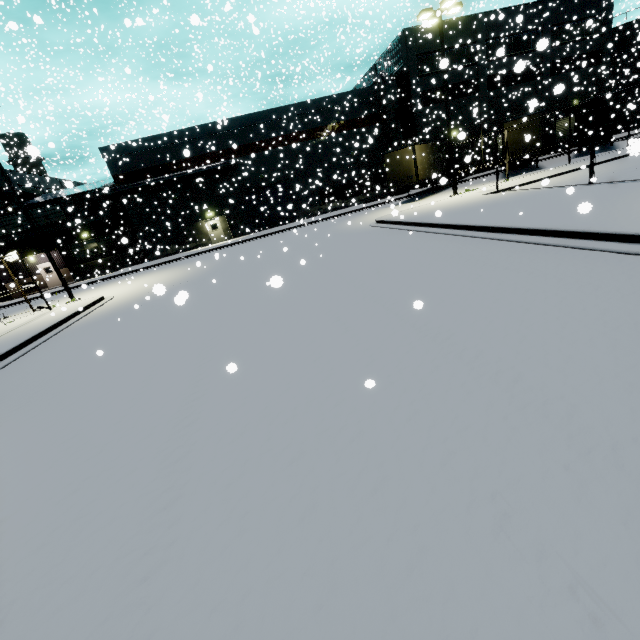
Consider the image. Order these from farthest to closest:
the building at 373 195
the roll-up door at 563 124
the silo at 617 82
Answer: the roll-up door at 563 124, the silo at 617 82, the building at 373 195

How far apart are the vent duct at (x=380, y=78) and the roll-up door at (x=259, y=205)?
11.4 meters

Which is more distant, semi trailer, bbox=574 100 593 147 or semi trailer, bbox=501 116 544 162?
semi trailer, bbox=574 100 593 147

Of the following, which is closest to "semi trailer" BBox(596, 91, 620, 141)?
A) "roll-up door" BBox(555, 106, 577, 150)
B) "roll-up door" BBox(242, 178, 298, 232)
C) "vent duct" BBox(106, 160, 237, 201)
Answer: "roll-up door" BBox(555, 106, 577, 150)

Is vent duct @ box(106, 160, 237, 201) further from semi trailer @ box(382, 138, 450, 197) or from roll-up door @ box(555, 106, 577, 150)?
roll-up door @ box(555, 106, 577, 150)

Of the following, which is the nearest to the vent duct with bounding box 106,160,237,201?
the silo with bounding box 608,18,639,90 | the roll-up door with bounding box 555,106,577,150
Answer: the silo with bounding box 608,18,639,90

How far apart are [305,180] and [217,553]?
36.2m

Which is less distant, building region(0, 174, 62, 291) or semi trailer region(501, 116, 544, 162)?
semi trailer region(501, 116, 544, 162)
